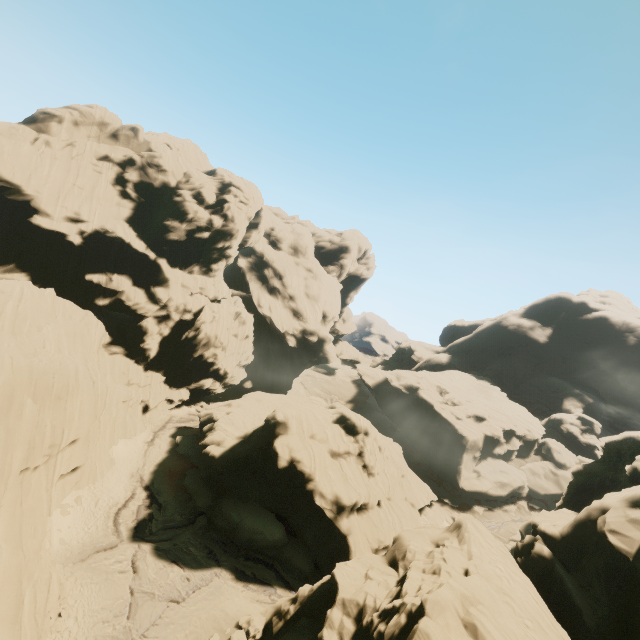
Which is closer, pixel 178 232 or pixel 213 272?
pixel 178 232

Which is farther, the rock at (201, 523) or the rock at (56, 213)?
the rock at (201, 523)

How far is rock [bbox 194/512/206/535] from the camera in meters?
27.8

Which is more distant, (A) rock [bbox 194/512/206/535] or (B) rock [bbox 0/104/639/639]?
(A) rock [bbox 194/512/206/535]

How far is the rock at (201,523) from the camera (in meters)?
27.80

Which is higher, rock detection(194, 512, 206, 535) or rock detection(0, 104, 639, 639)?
rock detection(0, 104, 639, 639)
